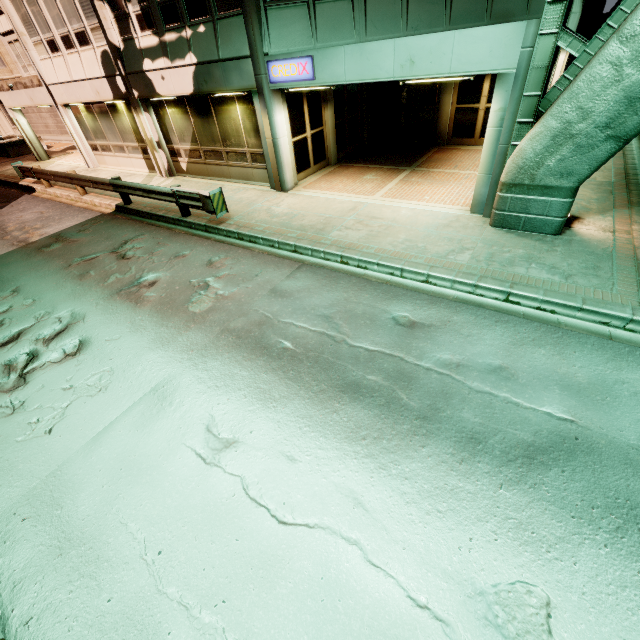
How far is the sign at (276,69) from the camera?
8.4m

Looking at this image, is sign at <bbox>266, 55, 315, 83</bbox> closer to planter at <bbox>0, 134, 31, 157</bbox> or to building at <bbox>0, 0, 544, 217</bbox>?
building at <bbox>0, 0, 544, 217</bbox>

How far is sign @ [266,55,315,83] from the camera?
8.44m

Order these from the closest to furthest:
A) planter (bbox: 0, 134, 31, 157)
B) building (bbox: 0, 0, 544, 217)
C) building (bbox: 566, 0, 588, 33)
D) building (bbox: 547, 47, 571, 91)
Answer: building (bbox: 0, 0, 544, 217) → building (bbox: 566, 0, 588, 33) → building (bbox: 547, 47, 571, 91) → planter (bbox: 0, 134, 31, 157)

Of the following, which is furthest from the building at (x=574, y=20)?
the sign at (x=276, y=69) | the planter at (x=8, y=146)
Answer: the planter at (x=8, y=146)

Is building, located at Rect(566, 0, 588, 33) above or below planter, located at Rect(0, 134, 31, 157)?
above

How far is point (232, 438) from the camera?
4.4m
